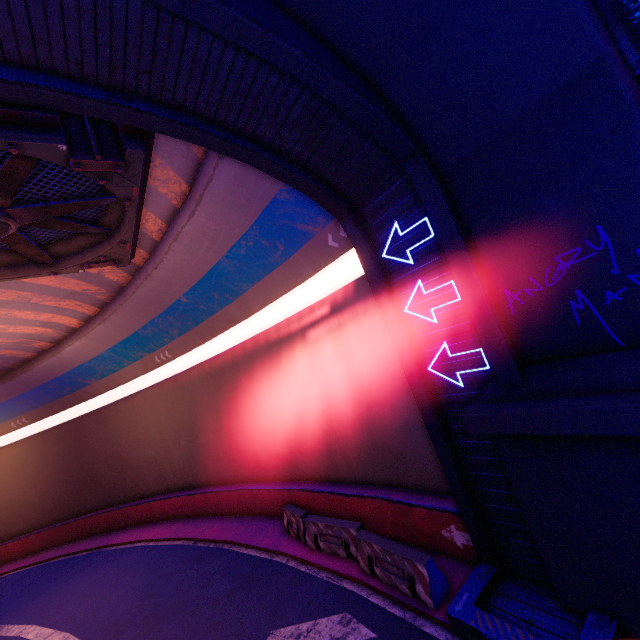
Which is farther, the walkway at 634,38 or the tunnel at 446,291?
the tunnel at 446,291

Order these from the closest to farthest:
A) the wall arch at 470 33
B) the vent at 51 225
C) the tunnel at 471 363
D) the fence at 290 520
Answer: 1. the wall arch at 470 33
2. the vent at 51 225
3. the tunnel at 471 363
4. the fence at 290 520

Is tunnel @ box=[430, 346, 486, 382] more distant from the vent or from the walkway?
the walkway

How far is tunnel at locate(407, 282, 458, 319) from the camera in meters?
6.5

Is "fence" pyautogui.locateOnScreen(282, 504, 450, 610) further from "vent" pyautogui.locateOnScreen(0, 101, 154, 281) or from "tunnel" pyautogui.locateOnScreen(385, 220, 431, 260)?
"vent" pyautogui.locateOnScreen(0, 101, 154, 281)

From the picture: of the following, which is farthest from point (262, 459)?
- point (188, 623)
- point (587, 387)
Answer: point (587, 387)
